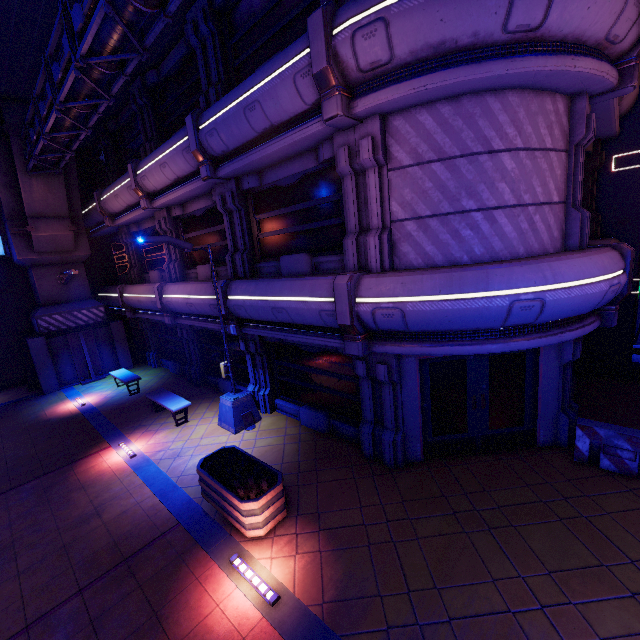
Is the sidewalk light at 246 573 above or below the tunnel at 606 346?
below

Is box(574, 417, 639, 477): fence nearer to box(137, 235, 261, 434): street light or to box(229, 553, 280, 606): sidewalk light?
box(229, 553, 280, 606): sidewalk light

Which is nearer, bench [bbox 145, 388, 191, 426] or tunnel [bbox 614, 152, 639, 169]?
tunnel [bbox 614, 152, 639, 169]

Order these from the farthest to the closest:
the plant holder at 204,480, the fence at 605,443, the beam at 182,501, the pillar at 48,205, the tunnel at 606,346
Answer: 1. the pillar at 48,205
2. the tunnel at 606,346
3. the fence at 605,443
4. the plant holder at 204,480
5. the beam at 182,501

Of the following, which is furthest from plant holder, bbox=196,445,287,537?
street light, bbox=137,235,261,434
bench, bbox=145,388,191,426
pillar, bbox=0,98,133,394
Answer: pillar, bbox=0,98,133,394

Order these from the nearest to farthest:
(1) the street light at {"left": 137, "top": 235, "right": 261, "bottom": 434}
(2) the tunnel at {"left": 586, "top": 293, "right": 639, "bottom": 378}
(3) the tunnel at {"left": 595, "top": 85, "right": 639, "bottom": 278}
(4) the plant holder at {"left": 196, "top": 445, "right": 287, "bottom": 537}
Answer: (4) the plant holder at {"left": 196, "top": 445, "right": 287, "bottom": 537} < (1) the street light at {"left": 137, "top": 235, "right": 261, "bottom": 434} < (3) the tunnel at {"left": 595, "top": 85, "right": 639, "bottom": 278} < (2) the tunnel at {"left": 586, "top": 293, "right": 639, "bottom": 378}

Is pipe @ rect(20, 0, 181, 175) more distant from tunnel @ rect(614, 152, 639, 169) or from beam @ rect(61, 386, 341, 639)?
tunnel @ rect(614, 152, 639, 169)

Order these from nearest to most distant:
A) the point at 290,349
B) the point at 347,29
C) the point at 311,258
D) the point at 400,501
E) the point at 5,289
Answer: the point at 347,29 → the point at 400,501 → the point at 311,258 → the point at 290,349 → the point at 5,289
